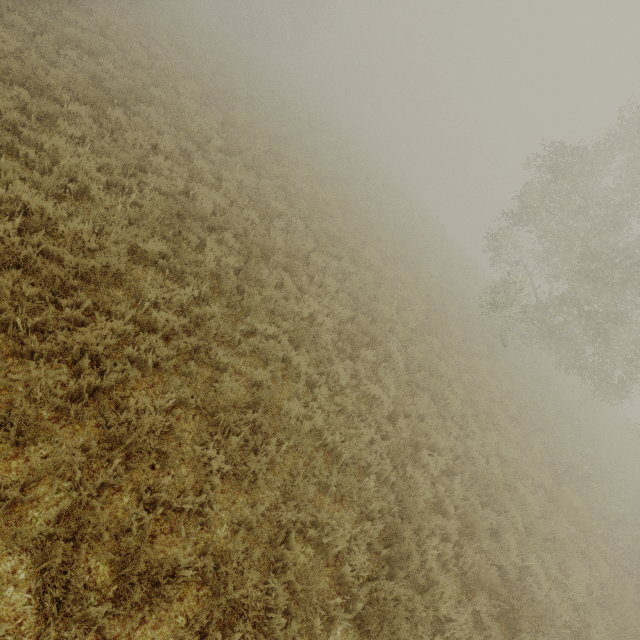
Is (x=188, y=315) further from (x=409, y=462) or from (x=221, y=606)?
(x=409, y=462)
